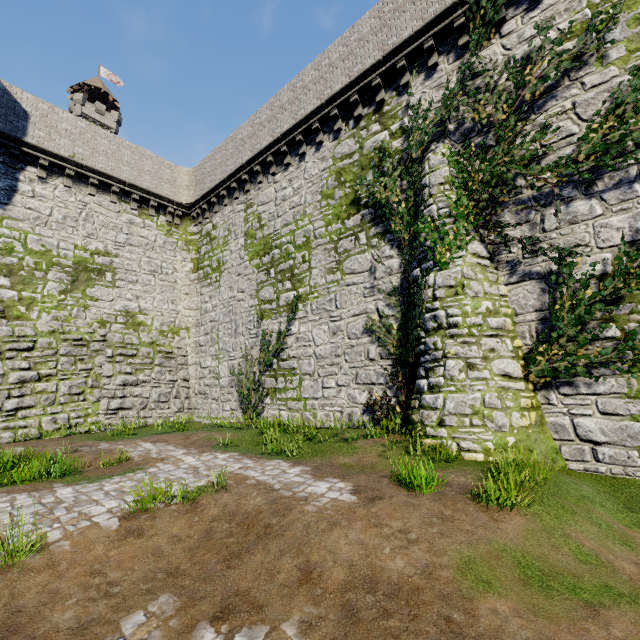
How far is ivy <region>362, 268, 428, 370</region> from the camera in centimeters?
912cm

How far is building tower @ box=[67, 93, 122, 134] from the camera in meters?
51.5 m

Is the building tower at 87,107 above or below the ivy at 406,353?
above

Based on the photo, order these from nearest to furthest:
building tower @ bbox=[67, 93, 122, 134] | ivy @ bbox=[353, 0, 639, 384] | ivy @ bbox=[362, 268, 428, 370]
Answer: ivy @ bbox=[353, 0, 639, 384] → ivy @ bbox=[362, 268, 428, 370] → building tower @ bbox=[67, 93, 122, 134]

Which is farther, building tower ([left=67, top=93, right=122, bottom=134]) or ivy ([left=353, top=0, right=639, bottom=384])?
building tower ([left=67, top=93, right=122, bottom=134])

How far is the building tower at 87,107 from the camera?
51.5 meters

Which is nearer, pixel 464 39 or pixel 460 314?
pixel 460 314

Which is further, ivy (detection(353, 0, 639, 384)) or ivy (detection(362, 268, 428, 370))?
ivy (detection(362, 268, 428, 370))
